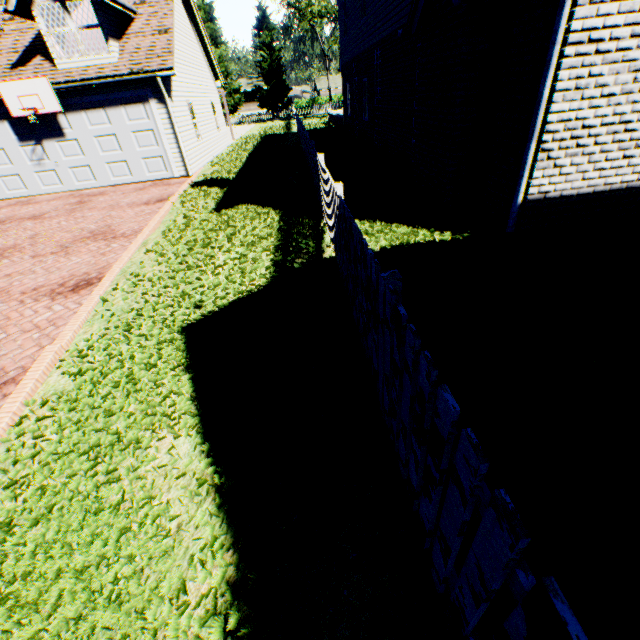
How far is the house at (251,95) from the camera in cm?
5847

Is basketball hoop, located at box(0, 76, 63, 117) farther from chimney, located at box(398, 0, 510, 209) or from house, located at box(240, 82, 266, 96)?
house, located at box(240, 82, 266, 96)

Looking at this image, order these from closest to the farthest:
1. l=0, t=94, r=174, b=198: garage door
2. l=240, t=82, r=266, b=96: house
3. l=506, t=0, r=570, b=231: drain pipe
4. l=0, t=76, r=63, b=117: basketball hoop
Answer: l=506, t=0, r=570, b=231: drain pipe
l=0, t=76, r=63, b=117: basketball hoop
l=0, t=94, r=174, b=198: garage door
l=240, t=82, r=266, b=96: house

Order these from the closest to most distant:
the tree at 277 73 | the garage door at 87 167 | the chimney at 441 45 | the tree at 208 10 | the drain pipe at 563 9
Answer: the drain pipe at 563 9, the chimney at 441 45, the garage door at 87 167, the tree at 208 10, the tree at 277 73

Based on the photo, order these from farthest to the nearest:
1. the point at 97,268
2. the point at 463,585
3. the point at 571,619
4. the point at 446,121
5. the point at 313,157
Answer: the point at 313,157, the point at 97,268, the point at 446,121, the point at 463,585, the point at 571,619

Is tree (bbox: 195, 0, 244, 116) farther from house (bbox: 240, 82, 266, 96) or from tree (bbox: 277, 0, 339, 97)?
tree (bbox: 277, 0, 339, 97)

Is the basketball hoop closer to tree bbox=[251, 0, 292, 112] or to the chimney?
the chimney

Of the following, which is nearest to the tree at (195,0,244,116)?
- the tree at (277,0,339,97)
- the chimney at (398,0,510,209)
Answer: the tree at (277,0,339,97)
